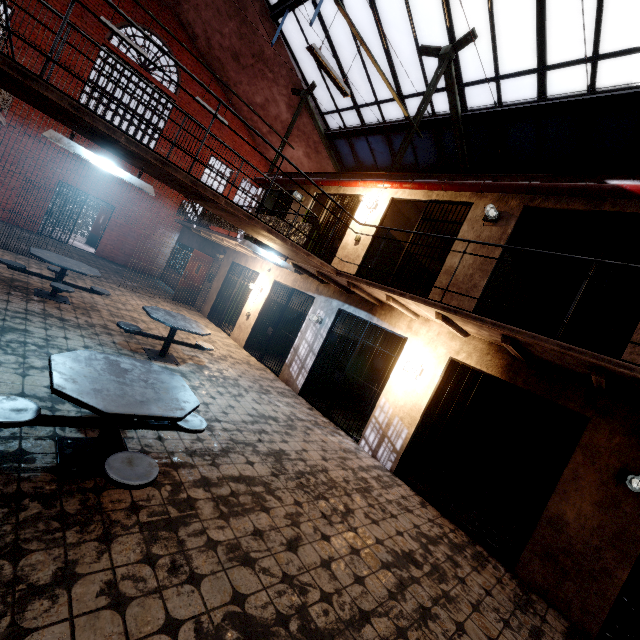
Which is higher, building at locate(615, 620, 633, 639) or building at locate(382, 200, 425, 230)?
building at locate(382, 200, 425, 230)

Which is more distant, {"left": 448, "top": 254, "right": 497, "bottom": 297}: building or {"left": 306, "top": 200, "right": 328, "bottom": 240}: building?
{"left": 306, "top": 200, "right": 328, "bottom": 240}: building

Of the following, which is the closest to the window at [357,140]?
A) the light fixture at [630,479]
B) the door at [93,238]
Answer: the light fixture at [630,479]

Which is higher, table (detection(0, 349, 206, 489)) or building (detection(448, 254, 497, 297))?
building (detection(448, 254, 497, 297))

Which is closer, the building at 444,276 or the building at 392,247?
the building at 444,276

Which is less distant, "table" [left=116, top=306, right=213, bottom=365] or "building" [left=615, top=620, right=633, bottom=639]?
"building" [left=615, top=620, right=633, bottom=639]

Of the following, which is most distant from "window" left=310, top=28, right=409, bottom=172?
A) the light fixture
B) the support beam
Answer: the light fixture

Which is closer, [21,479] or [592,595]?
[21,479]
